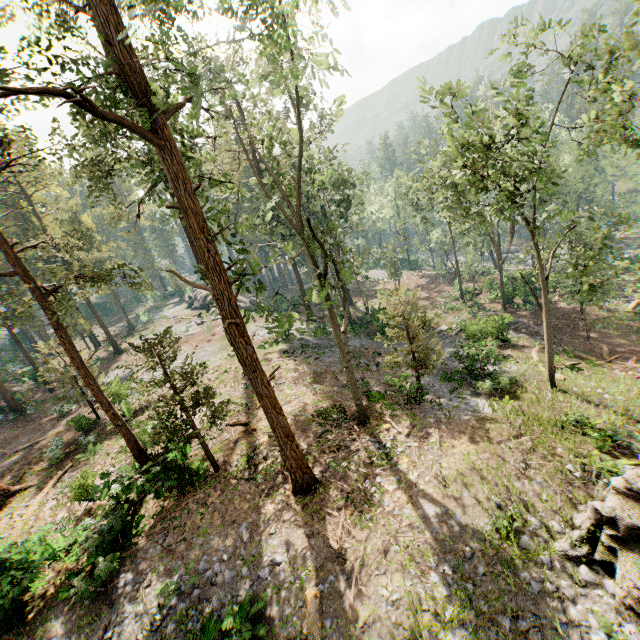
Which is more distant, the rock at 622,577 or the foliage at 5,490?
the foliage at 5,490

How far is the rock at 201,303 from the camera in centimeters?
4752cm

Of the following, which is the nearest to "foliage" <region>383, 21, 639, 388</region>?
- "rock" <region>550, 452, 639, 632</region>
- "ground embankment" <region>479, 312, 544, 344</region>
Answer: "rock" <region>550, 452, 639, 632</region>

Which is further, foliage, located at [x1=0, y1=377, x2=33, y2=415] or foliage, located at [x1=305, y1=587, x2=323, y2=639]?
foliage, located at [x1=0, y1=377, x2=33, y2=415]

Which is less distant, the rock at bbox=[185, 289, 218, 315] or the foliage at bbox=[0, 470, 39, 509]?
the foliage at bbox=[0, 470, 39, 509]

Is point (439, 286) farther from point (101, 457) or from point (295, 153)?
point (101, 457)

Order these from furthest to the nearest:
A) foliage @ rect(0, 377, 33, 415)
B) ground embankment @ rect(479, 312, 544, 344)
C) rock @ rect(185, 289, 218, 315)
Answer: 1. rock @ rect(185, 289, 218, 315)
2. foliage @ rect(0, 377, 33, 415)
3. ground embankment @ rect(479, 312, 544, 344)

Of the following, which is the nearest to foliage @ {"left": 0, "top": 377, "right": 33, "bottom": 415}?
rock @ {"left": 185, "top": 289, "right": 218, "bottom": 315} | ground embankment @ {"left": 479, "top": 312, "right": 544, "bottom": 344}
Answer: rock @ {"left": 185, "top": 289, "right": 218, "bottom": 315}
